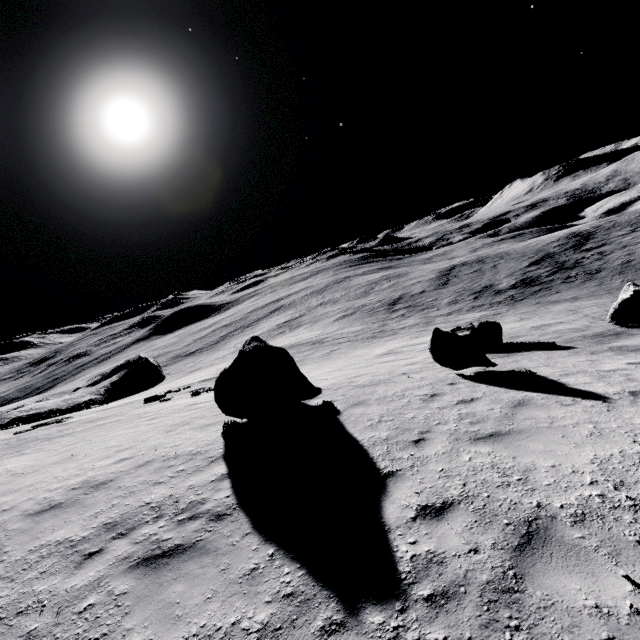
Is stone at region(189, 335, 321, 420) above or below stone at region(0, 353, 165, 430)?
above

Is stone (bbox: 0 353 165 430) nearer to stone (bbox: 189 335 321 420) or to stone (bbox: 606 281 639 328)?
stone (bbox: 189 335 321 420)

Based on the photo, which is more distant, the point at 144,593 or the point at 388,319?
the point at 388,319

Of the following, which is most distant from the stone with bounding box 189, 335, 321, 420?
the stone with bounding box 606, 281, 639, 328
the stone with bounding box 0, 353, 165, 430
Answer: the stone with bounding box 0, 353, 165, 430

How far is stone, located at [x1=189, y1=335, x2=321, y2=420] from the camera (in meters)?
9.09

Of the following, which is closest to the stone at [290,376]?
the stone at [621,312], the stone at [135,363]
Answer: the stone at [621,312]

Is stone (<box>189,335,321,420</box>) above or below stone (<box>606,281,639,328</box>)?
above

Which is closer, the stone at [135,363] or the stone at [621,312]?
the stone at [621,312]
